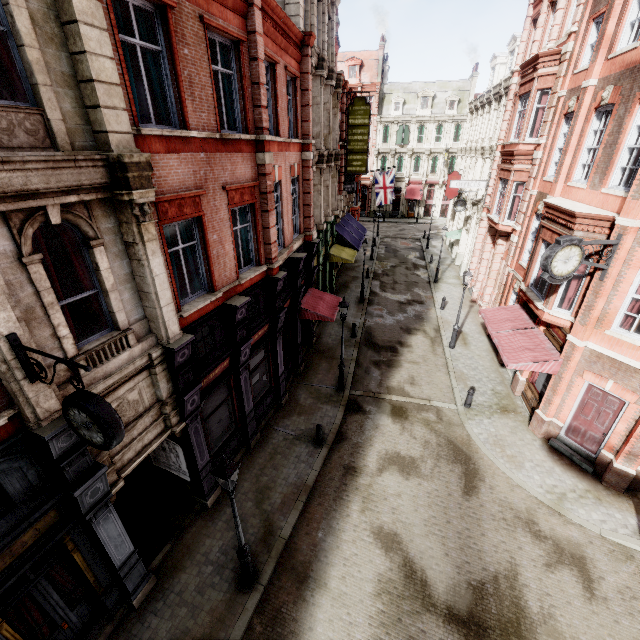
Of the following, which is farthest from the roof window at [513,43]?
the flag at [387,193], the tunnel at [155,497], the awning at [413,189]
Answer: the tunnel at [155,497]

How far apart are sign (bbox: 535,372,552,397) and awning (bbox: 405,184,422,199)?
40.47m

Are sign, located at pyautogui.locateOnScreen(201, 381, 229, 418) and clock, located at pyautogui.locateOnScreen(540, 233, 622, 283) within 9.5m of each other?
no

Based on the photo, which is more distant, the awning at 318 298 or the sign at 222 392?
the awning at 318 298

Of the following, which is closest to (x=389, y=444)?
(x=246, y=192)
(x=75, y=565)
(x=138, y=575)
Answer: (x=138, y=575)

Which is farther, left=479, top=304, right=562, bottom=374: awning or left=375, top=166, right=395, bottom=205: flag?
left=375, top=166, right=395, bottom=205: flag

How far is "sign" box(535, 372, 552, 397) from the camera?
13.12m

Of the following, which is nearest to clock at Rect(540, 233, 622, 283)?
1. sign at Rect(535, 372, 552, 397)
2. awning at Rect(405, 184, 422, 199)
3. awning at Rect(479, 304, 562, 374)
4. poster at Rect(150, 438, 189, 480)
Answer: awning at Rect(479, 304, 562, 374)
